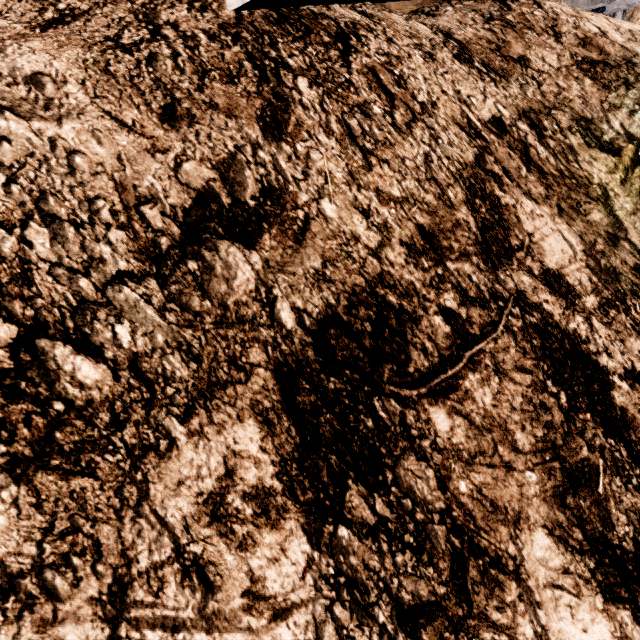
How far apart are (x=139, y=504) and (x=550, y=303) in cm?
345

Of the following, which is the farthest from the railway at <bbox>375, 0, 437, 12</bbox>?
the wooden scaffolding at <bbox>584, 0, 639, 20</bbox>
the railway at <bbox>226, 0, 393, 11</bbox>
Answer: the wooden scaffolding at <bbox>584, 0, 639, 20</bbox>

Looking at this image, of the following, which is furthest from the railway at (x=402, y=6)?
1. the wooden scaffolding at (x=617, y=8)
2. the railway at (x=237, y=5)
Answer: the wooden scaffolding at (x=617, y=8)

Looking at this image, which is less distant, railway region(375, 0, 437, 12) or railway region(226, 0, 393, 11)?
railway region(226, 0, 393, 11)

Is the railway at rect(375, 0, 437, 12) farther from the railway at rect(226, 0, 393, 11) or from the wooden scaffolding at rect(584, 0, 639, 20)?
the wooden scaffolding at rect(584, 0, 639, 20)

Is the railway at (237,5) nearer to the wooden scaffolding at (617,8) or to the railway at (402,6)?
the railway at (402,6)
